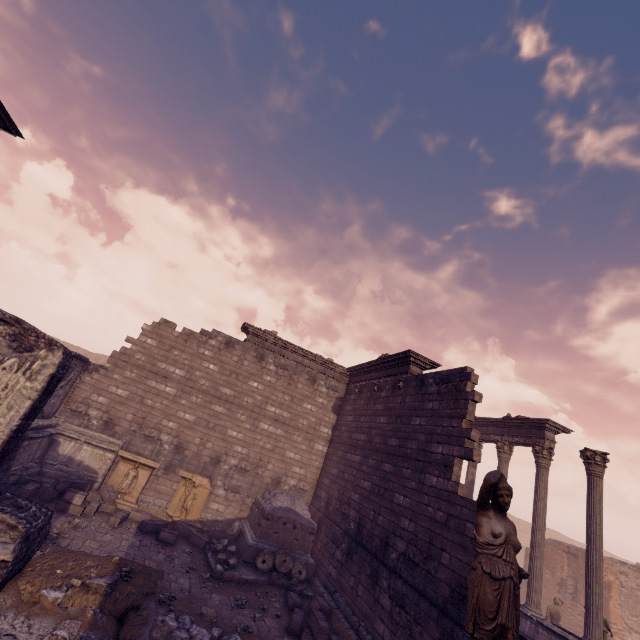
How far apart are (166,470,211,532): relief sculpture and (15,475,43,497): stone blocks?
3.94m

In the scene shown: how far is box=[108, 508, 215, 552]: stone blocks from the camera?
9.84m

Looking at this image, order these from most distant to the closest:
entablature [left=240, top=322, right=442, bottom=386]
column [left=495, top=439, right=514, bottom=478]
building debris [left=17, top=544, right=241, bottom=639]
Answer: column [left=495, top=439, right=514, bottom=478]
entablature [left=240, top=322, right=442, bottom=386]
building debris [left=17, top=544, right=241, bottom=639]

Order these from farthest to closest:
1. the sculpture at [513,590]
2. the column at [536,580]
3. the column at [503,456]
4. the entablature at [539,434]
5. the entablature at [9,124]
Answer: the column at [503,456] < the entablature at [539,434] < the column at [536,580] < the entablature at [9,124] < the sculpture at [513,590]

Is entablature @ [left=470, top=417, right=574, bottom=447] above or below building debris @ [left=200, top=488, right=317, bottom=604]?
above

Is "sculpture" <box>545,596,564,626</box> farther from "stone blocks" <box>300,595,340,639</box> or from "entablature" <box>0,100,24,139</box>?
"entablature" <box>0,100,24,139</box>

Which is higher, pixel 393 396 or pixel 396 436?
pixel 393 396

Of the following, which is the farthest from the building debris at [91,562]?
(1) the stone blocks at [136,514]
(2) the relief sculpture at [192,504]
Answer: (2) the relief sculpture at [192,504]
